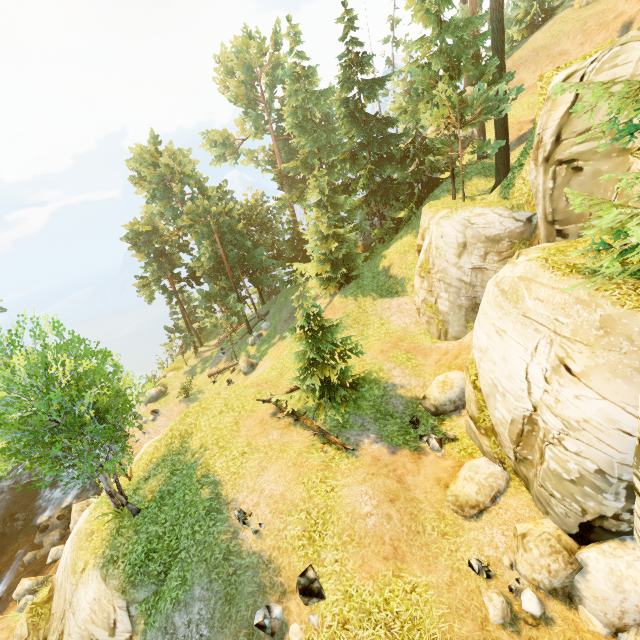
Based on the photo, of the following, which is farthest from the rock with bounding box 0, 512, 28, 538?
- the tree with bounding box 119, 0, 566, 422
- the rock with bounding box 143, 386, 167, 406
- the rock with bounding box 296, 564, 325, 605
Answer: the rock with bounding box 296, 564, 325, 605

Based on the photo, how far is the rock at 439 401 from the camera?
14.7m

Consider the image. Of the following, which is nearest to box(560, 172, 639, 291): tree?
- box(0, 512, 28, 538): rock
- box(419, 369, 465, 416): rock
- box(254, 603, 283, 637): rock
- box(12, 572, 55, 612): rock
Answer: box(419, 369, 465, 416): rock

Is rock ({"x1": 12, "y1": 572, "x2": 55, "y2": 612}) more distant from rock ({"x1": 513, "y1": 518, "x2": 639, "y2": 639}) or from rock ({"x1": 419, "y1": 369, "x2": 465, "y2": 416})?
rock ({"x1": 513, "y1": 518, "x2": 639, "y2": 639})

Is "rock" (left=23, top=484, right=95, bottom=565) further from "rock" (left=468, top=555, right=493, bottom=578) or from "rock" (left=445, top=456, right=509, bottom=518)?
"rock" (left=468, top=555, right=493, bottom=578)

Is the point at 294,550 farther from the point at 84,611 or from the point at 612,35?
the point at 612,35

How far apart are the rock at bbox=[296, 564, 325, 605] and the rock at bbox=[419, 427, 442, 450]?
6.3 meters

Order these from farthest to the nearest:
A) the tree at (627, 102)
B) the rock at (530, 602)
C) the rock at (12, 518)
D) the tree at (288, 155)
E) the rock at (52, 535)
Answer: the rock at (12, 518) < the rock at (52, 535) < the tree at (288, 155) < the rock at (530, 602) < the tree at (627, 102)
